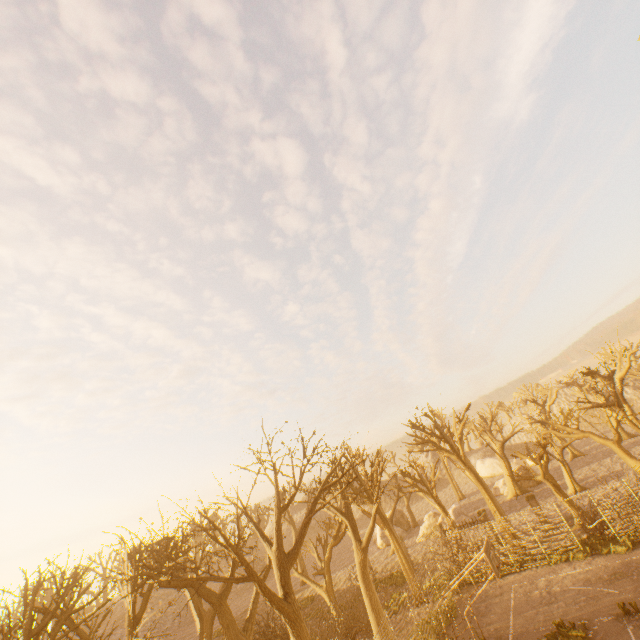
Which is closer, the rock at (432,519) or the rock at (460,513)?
the rock at (460,513)

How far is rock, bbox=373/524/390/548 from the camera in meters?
39.8 m

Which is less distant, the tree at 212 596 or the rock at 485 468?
the tree at 212 596

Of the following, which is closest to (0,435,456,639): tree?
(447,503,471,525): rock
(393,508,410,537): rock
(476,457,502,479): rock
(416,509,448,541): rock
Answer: (393,508,410,537): rock

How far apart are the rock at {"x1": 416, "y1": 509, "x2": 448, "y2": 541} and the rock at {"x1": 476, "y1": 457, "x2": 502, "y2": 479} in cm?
2382

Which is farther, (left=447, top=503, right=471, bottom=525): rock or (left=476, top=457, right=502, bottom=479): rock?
(left=476, top=457, right=502, bottom=479): rock

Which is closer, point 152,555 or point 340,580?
point 152,555

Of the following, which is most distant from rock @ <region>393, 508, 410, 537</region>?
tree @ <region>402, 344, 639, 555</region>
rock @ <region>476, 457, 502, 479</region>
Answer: → rock @ <region>476, 457, 502, 479</region>
